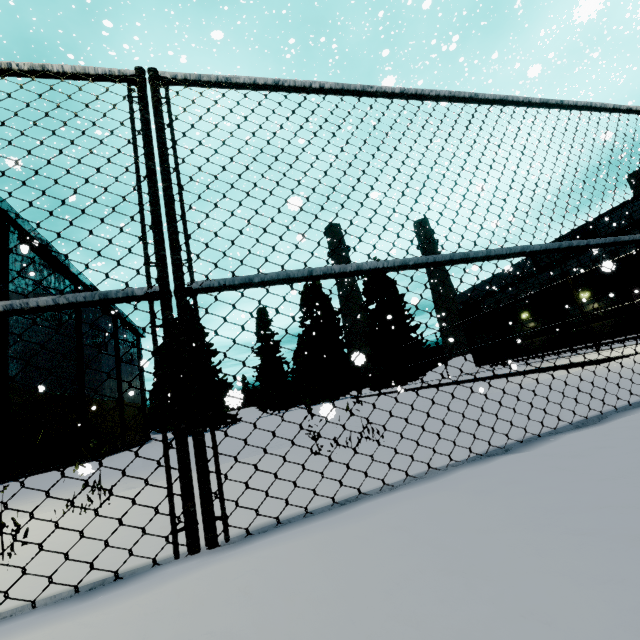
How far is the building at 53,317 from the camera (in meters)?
22.95

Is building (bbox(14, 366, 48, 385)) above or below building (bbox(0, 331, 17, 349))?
below

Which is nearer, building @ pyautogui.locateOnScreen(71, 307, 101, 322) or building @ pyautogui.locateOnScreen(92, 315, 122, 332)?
building @ pyautogui.locateOnScreen(71, 307, 101, 322)

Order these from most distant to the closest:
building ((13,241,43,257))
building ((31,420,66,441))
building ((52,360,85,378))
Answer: building ((52,360,85,378))
building ((31,420,66,441))
building ((13,241,43,257))

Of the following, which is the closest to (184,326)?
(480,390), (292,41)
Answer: (480,390)

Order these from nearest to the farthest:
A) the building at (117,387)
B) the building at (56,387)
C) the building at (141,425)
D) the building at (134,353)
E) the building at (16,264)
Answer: the building at (16,264) → the building at (56,387) → the building at (117,387) → the building at (141,425) → the building at (134,353)
